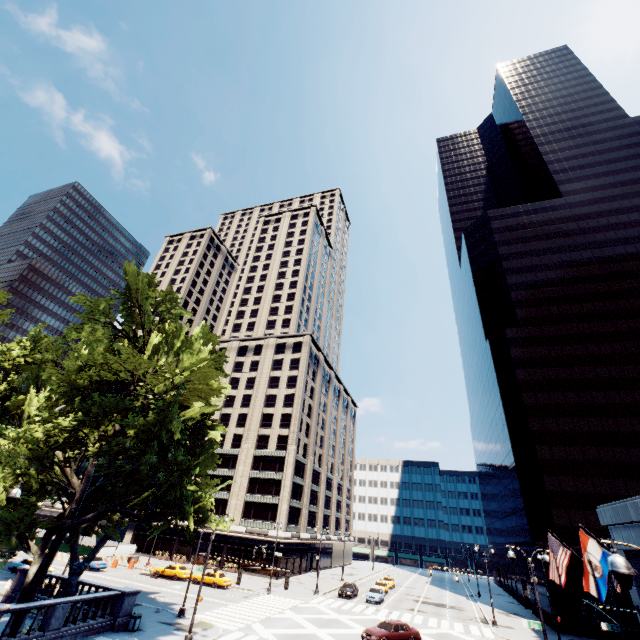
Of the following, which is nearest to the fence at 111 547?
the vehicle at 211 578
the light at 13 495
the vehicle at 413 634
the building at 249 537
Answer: the building at 249 537

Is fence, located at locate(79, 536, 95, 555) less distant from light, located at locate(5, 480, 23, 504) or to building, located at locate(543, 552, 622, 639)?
light, located at locate(5, 480, 23, 504)

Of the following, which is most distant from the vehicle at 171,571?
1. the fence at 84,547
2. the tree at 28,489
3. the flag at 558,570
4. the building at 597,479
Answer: the building at 597,479

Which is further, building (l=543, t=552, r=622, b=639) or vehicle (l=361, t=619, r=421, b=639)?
building (l=543, t=552, r=622, b=639)

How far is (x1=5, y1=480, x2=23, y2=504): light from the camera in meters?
12.7 m

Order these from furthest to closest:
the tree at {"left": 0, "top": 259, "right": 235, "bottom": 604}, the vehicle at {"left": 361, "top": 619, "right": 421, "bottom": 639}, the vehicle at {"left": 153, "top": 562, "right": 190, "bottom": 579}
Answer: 1. the vehicle at {"left": 153, "top": 562, "right": 190, "bottom": 579}
2. the vehicle at {"left": 361, "top": 619, "right": 421, "bottom": 639}
3. the tree at {"left": 0, "top": 259, "right": 235, "bottom": 604}

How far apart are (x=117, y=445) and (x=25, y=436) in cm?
463

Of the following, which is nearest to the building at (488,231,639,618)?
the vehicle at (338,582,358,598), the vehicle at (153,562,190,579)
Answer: the vehicle at (338,582,358,598)
